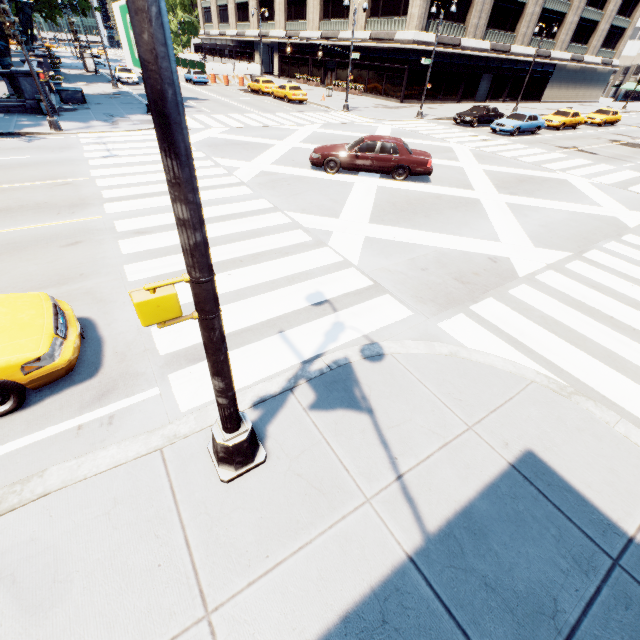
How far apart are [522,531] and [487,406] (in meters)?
1.70

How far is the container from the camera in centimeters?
2211cm

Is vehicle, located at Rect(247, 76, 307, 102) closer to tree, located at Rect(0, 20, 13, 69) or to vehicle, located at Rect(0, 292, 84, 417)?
tree, located at Rect(0, 20, 13, 69)

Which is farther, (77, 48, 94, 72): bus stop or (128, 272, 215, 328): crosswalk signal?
(77, 48, 94, 72): bus stop

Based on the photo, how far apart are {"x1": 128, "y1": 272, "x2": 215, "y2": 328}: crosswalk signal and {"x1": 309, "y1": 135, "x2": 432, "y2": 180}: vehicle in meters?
12.8

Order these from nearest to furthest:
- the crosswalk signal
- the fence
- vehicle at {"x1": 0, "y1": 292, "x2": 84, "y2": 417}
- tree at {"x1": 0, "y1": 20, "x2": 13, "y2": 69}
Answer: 1. the crosswalk signal
2. vehicle at {"x1": 0, "y1": 292, "x2": 84, "y2": 417}
3. tree at {"x1": 0, "y1": 20, "x2": 13, "y2": 69}
4. the fence

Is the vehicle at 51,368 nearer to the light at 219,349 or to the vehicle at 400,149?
the light at 219,349

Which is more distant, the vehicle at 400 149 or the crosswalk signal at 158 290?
the vehicle at 400 149
